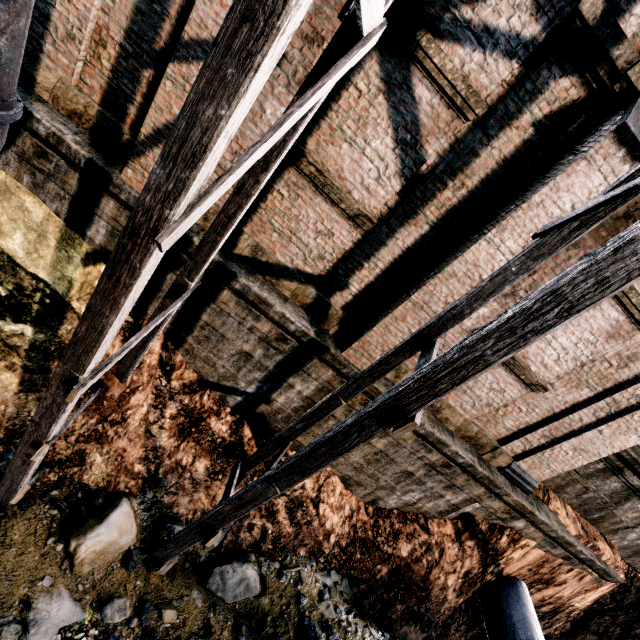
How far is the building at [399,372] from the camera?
8.3m

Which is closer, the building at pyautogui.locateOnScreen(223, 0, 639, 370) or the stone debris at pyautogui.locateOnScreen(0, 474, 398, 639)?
the building at pyautogui.locateOnScreen(223, 0, 639, 370)

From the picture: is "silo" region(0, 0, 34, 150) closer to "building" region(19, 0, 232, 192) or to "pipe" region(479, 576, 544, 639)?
"building" region(19, 0, 232, 192)

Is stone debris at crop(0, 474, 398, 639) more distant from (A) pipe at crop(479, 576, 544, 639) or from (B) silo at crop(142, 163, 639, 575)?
(A) pipe at crop(479, 576, 544, 639)

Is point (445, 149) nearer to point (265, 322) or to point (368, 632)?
point (265, 322)

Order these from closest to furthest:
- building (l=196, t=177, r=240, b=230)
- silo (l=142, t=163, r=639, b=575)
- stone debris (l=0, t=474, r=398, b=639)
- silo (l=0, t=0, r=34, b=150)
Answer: silo (l=142, t=163, r=639, b=575) → silo (l=0, t=0, r=34, b=150) → stone debris (l=0, t=474, r=398, b=639) → building (l=196, t=177, r=240, b=230)

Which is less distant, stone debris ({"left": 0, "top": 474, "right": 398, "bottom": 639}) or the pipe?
stone debris ({"left": 0, "top": 474, "right": 398, "bottom": 639})

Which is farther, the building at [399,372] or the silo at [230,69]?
the building at [399,372]
